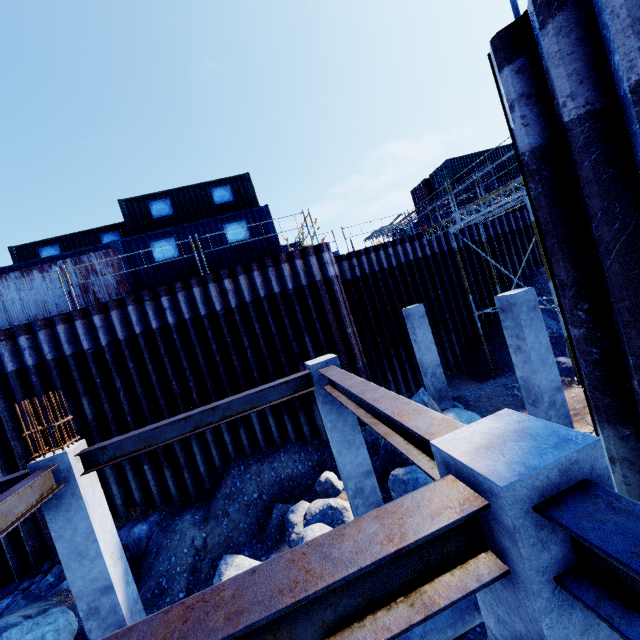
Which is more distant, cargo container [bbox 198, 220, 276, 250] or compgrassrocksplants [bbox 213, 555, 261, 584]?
cargo container [bbox 198, 220, 276, 250]

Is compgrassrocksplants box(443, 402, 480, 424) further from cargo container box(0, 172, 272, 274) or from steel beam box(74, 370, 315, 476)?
cargo container box(0, 172, 272, 274)

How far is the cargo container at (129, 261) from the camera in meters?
12.3

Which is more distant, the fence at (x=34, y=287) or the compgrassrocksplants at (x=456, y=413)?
the fence at (x=34, y=287)

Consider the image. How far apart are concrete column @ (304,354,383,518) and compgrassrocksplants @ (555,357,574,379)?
8.91m

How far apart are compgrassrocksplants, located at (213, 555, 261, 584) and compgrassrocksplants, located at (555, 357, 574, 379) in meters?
11.2 m

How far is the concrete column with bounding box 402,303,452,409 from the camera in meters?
12.3

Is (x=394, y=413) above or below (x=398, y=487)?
above
